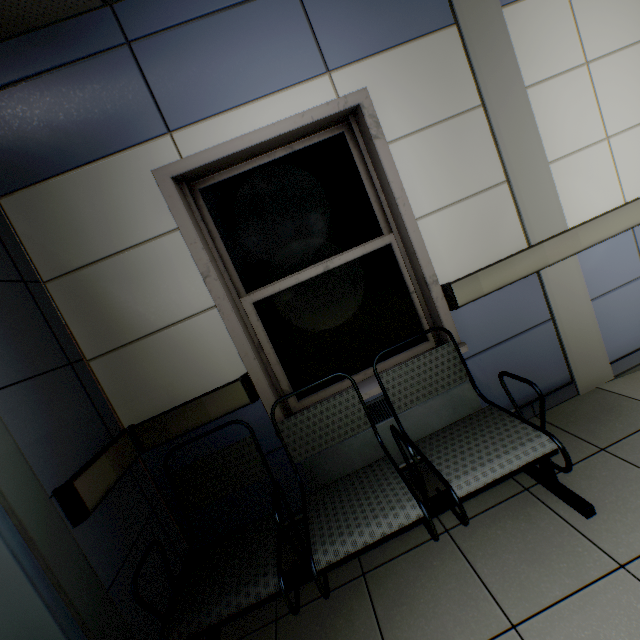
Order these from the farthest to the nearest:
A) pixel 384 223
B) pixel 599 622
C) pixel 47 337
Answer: → pixel 384 223 < pixel 47 337 < pixel 599 622

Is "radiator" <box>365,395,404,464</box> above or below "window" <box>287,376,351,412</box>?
below

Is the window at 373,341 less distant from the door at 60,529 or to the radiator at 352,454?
the radiator at 352,454

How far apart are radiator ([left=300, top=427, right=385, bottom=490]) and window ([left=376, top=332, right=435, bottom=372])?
0.2 meters

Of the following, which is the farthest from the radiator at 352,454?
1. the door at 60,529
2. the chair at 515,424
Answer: the door at 60,529

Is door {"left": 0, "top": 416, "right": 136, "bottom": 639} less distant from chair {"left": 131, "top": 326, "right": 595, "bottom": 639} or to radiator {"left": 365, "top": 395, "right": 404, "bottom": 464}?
chair {"left": 131, "top": 326, "right": 595, "bottom": 639}
